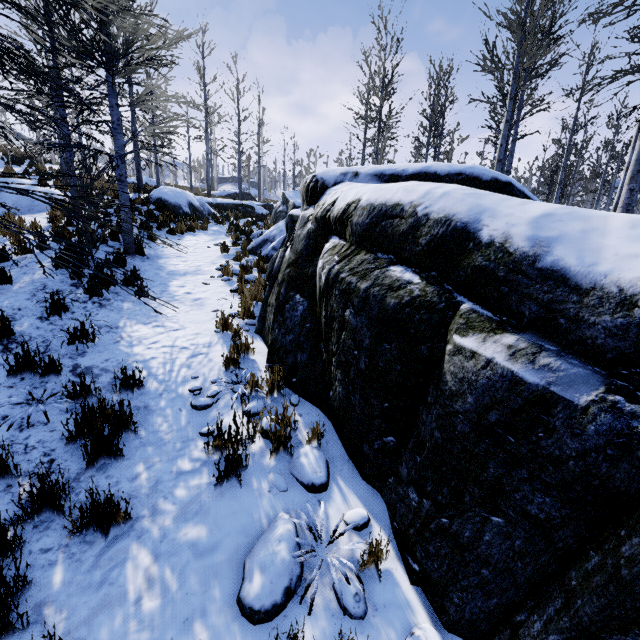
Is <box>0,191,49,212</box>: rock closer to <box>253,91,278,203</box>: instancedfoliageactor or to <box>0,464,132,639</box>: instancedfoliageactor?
<box>253,91,278,203</box>: instancedfoliageactor

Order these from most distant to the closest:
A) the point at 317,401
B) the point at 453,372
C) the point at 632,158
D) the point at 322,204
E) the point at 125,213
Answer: the point at 125,213 → the point at 632,158 → the point at 322,204 → the point at 317,401 → the point at 453,372

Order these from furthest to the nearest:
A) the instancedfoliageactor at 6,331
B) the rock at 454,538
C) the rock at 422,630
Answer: the instancedfoliageactor at 6,331, the rock at 422,630, the rock at 454,538

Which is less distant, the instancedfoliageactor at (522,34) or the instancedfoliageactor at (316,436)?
the instancedfoliageactor at (316,436)

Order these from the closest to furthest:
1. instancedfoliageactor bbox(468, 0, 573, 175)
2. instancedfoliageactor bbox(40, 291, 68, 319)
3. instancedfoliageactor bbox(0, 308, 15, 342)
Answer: instancedfoliageactor bbox(0, 308, 15, 342) → instancedfoliageactor bbox(40, 291, 68, 319) → instancedfoliageactor bbox(468, 0, 573, 175)

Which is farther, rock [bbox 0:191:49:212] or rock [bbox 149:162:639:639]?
rock [bbox 0:191:49:212]

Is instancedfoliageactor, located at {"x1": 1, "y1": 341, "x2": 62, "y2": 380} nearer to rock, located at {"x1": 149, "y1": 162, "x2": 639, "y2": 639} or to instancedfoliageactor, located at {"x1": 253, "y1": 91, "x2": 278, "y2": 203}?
rock, located at {"x1": 149, "y1": 162, "x2": 639, "y2": 639}
